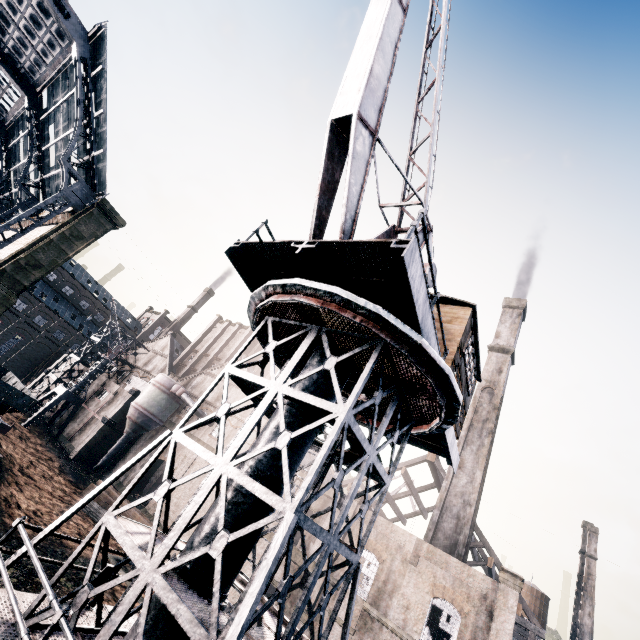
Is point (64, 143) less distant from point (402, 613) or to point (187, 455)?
point (187, 455)

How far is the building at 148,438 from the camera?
42.22m

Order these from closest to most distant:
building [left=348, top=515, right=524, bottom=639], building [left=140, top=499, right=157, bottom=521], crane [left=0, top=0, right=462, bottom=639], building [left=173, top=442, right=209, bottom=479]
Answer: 1. crane [left=0, top=0, right=462, bottom=639]
2. building [left=348, top=515, right=524, bottom=639]
3. building [left=140, top=499, right=157, bottom=521]
4. building [left=173, top=442, right=209, bottom=479]

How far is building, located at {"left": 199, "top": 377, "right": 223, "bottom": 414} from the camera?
42.59m

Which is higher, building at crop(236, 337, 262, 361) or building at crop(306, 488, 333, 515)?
building at crop(236, 337, 262, 361)

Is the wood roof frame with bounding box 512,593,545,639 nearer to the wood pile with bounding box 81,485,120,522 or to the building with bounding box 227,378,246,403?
the building with bounding box 227,378,246,403

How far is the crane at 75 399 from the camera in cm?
4140
